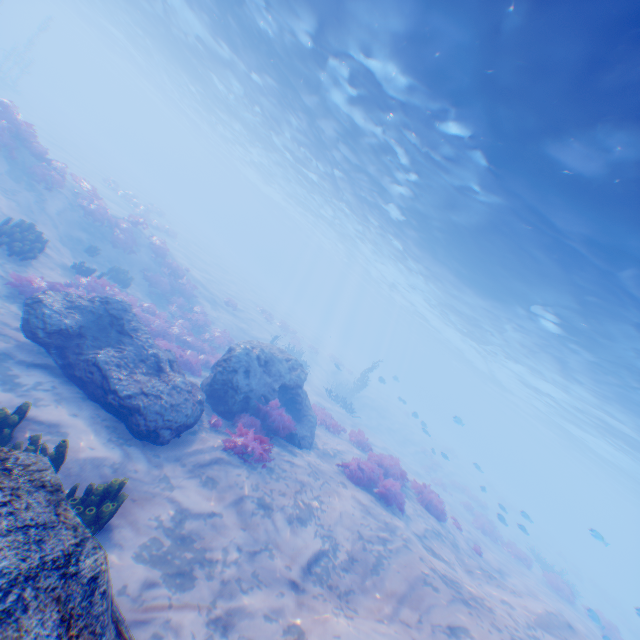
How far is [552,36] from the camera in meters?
6.7 m

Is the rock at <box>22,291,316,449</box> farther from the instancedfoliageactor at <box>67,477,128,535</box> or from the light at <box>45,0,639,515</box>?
the light at <box>45,0,639,515</box>

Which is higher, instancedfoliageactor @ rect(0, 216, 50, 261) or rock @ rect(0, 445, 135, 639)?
rock @ rect(0, 445, 135, 639)

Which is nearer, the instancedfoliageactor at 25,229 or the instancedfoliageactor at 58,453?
the instancedfoliageactor at 58,453

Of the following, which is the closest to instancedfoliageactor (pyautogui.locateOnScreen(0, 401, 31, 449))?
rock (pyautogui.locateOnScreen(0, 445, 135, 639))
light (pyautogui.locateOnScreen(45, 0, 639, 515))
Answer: rock (pyautogui.locateOnScreen(0, 445, 135, 639))

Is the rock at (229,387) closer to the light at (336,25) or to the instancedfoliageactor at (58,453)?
the instancedfoliageactor at (58,453)

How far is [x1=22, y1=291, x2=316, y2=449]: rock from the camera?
7.37m

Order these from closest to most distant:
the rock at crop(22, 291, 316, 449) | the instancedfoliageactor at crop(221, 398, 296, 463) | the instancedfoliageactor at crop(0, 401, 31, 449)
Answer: the instancedfoliageactor at crop(0, 401, 31, 449) → the rock at crop(22, 291, 316, 449) → the instancedfoliageactor at crop(221, 398, 296, 463)
